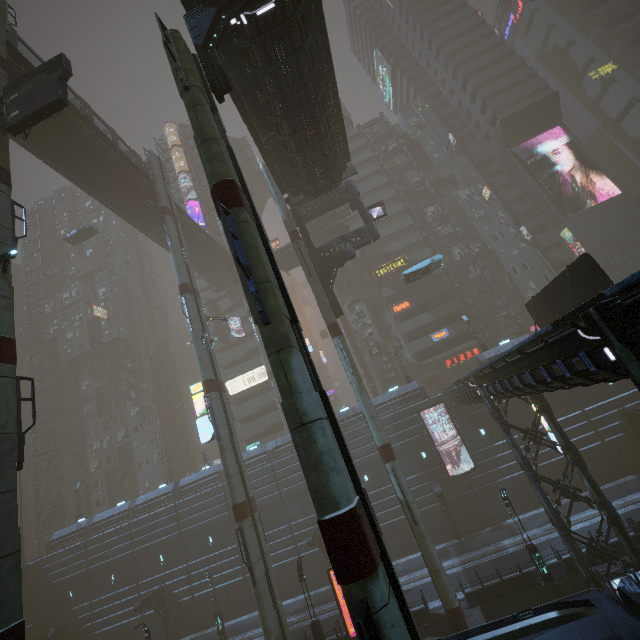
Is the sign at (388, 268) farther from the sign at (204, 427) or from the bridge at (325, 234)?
the sign at (204, 427)

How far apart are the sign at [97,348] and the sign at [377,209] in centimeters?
5196cm

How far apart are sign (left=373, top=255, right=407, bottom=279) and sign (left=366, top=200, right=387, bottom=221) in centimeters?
2003cm

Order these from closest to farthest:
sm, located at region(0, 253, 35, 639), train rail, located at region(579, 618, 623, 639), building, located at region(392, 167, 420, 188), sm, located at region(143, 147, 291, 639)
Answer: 1. sm, located at region(0, 253, 35, 639)
2. train rail, located at region(579, 618, 623, 639)
3. sm, located at region(143, 147, 291, 639)
4. building, located at region(392, 167, 420, 188)

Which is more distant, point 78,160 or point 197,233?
point 197,233

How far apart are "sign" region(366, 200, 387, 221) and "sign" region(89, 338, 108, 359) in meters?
52.0

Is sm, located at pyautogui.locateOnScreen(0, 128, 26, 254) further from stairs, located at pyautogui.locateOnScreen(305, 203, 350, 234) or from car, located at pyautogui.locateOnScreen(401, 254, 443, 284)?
car, located at pyautogui.locateOnScreen(401, 254, 443, 284)

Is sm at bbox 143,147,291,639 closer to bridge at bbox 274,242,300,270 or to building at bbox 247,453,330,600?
building at bbox 247,453,330,600
